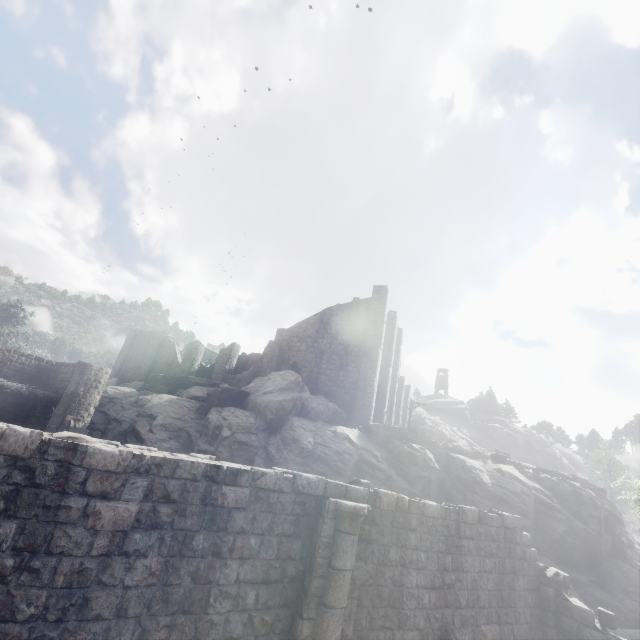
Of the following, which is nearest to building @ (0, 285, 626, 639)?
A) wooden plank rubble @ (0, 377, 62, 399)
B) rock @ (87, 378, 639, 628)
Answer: wooden plank rubble @ (0, 377, 62, 399)

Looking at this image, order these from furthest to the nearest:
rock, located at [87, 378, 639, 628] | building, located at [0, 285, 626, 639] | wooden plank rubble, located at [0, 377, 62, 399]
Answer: rock, located at [87, 378, 639, 628] < wooden plank rubble, located at [0, 377, 62, 399] < building, located at [0, 285, 626, 639]

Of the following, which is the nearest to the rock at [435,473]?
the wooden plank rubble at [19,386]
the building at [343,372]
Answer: the building at [343,372]

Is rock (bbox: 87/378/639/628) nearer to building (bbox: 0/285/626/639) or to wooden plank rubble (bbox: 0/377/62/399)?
building (bbox: 0/285/626/639)

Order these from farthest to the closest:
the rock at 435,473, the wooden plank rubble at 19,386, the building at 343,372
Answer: the rock at 435,473, the wooden plank rubble at 19,386, the building at 343,372

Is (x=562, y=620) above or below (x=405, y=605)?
below
